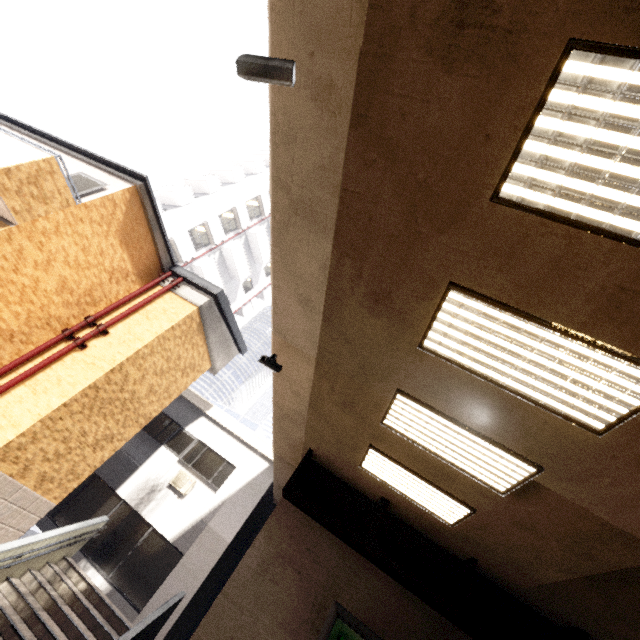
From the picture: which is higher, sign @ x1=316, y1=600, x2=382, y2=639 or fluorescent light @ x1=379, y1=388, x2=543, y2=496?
fluorescent light @ x1=379, y1=388, x2=543, y2=496

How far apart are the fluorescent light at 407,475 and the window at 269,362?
2.2 meters

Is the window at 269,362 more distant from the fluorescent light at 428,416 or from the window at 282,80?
the window at 282,80

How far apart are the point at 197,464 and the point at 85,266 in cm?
828

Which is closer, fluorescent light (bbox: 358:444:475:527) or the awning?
fluorescent light (bbox: 358:444:475:527)

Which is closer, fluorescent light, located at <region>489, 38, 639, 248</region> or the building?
fluorescent light, located at <region>489, 38, 639, 248</region>

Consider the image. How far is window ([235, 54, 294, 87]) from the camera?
2.7 meters

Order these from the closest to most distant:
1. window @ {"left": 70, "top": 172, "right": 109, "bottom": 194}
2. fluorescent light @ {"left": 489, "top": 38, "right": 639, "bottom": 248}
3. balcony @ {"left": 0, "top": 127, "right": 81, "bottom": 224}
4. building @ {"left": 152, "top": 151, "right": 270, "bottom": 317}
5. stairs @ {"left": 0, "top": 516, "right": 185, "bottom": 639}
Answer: fluorescent light @ {"left": 489, "top": 38, "right": 639, "bottom": 248}, balcony @ {"left": 0, "top": 127, "right": 81, "bottom": 224}, stairs @ {"left": 0, "top": 516, "right": 185, "bottom": 639}, window @ {"left": 70, "top": 172, "right": 109, "bottom": 194}, building @ {"left": 152, "top": 151, "right": 270, "bottom": 317}
